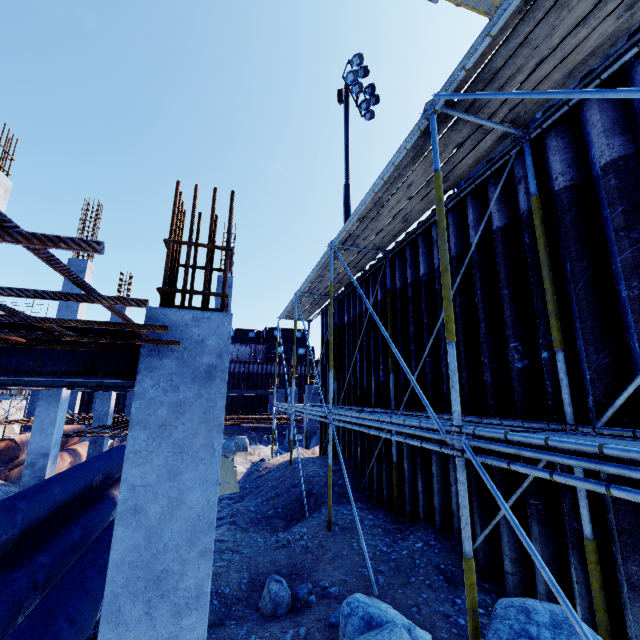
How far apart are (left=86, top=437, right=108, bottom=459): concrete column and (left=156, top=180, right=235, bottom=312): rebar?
15.1 meters

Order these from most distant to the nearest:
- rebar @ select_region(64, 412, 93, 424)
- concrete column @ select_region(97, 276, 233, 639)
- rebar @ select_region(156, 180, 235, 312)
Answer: rebar @ select_region(64, 412, 93, 424), rebar @ select_region(156, 180, 235, 312), concrete column @ select_region(97, 276, 233, 639)

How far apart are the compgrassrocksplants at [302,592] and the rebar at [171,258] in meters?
4.0 m

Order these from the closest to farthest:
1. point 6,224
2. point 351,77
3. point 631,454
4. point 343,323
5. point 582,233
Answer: point 6,224
point 631,454
point 582,233
point 343,323
point 351,77

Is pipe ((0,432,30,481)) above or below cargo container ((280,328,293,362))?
below

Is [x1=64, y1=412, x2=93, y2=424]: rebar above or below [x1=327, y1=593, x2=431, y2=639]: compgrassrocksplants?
above

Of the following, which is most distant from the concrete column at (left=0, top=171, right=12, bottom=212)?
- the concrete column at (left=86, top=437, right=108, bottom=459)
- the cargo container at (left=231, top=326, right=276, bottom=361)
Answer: the cargo container at (left=231, top=326, right=276, bottom=361)

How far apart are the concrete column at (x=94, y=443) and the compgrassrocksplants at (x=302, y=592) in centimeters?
1331cm
